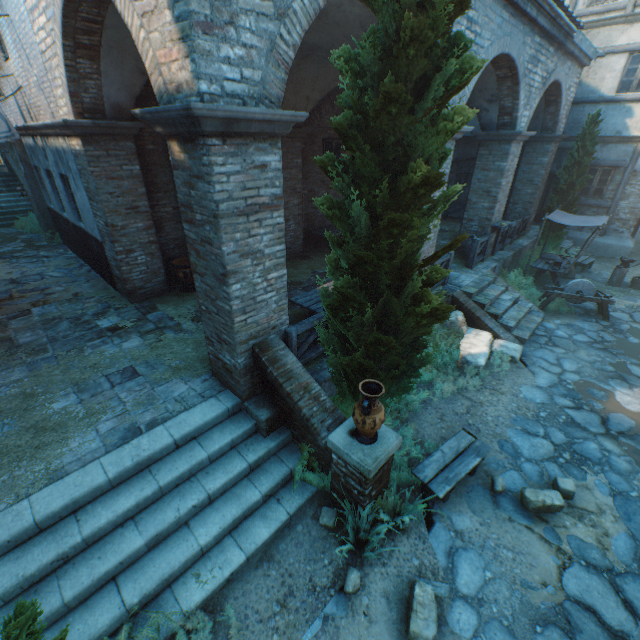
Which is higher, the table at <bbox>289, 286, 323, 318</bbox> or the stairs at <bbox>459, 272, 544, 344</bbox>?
the table at <bbox>289, 286, 323, 318</bbox>

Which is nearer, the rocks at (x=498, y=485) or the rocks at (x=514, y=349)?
the rocks at (x=498, y=485)

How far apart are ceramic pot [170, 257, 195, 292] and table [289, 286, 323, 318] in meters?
3.2 m

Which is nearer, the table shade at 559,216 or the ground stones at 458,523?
the ground stones at 458,523

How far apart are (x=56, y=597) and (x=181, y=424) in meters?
2.1

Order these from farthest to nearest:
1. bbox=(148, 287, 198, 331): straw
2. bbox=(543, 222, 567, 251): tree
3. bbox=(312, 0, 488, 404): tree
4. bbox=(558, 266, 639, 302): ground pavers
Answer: bbox=(543, 222, 567, 251): tree → bbox=(558, 266, 639, 302): ground pavers → bbox=(148, 287, 198, 331): straw → bbox=(312, 0, 488, 404): tree

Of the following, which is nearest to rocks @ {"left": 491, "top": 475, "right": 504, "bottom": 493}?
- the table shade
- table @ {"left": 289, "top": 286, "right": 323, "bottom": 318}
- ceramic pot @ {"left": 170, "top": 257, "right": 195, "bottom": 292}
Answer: table @ {"left": 289, "top": 286, "right": 323, "bottom": 318}

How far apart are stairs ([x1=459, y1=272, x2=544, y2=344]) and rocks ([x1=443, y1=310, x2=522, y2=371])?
0.47m
